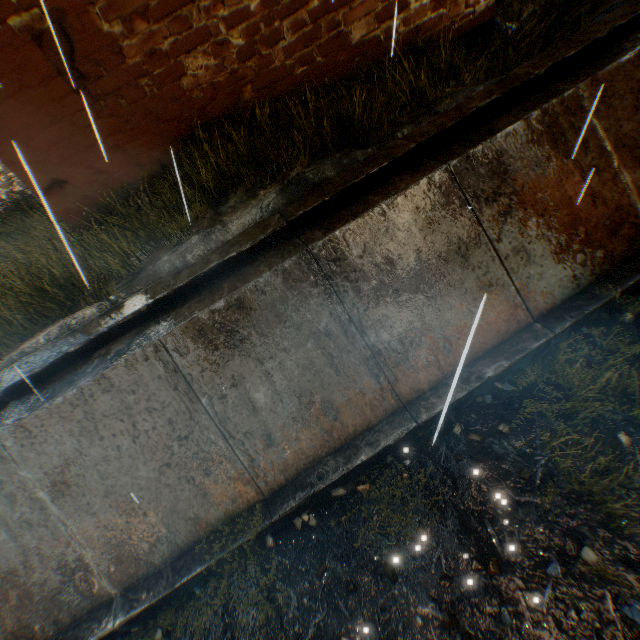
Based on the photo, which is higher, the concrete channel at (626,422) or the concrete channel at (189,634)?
the concrete channel at (189,634)

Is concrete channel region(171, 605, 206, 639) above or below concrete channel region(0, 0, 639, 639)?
above

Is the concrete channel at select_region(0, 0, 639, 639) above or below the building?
below

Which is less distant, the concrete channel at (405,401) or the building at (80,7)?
the concrete channel at (405,401)

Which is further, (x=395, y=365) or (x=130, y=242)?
(x=130, y=242)

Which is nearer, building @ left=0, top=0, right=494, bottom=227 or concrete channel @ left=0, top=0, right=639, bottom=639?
concrete channel @ left=0, top=0, right=639, bottom=639
